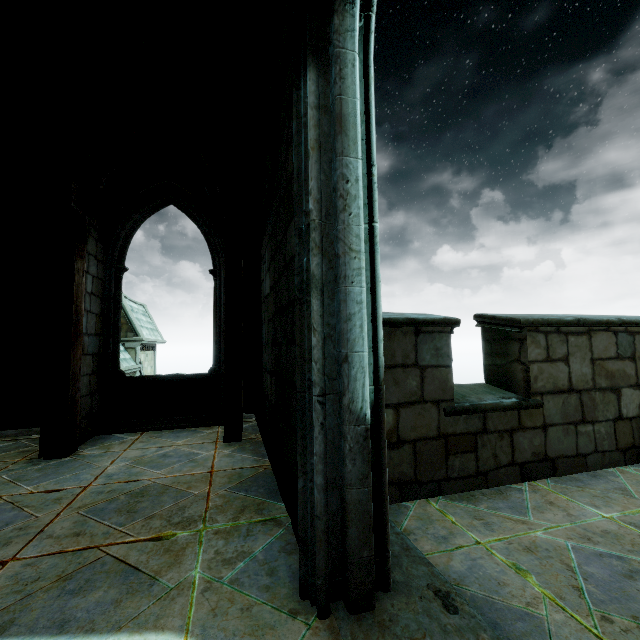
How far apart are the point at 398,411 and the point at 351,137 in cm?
220
